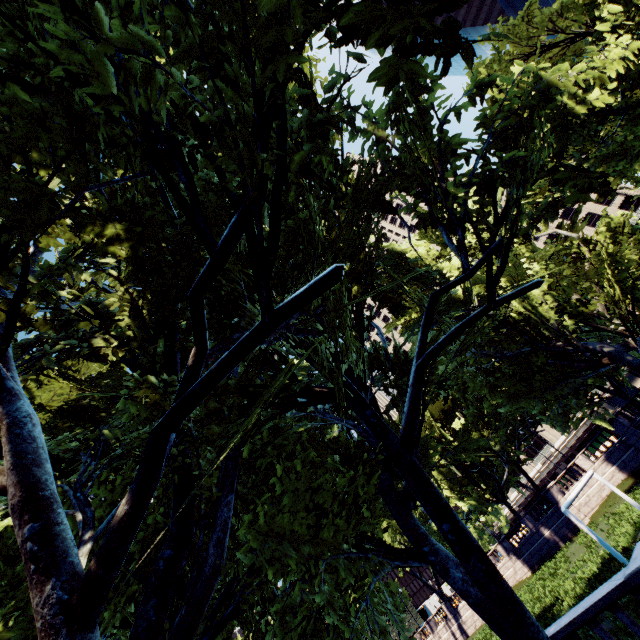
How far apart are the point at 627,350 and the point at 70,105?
20.3m
